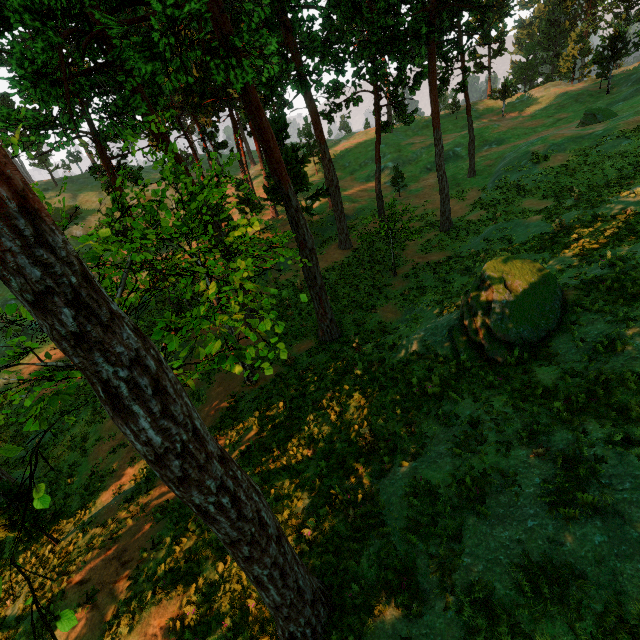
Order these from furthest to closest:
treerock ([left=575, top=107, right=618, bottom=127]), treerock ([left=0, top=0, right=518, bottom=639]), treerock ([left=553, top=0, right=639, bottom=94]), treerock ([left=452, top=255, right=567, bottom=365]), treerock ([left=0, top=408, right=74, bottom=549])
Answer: treerock ([left=553, top=0, right=639, bottom=94]) → treerock ([left=575, top=107, right=618, bottom=127]) → treerock ([left=452, top=255, right=567, bottom=365]) → treerock ([left=0, top=408, right=74, bottom=549]) → treerock ([left=0, top=0, right=518, bottom=639])

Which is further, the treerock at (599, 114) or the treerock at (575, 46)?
the treerock at (575, 46)

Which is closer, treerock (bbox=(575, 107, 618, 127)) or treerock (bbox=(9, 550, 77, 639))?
treerock (bbox=(9, 550, 77, 639))

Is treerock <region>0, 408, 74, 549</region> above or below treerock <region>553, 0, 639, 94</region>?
below

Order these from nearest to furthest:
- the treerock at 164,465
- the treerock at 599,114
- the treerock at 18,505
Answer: the treerock at 164,465 < the treerock at 18,505 < the treerock at 599,114

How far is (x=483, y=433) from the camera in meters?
8.3 m
